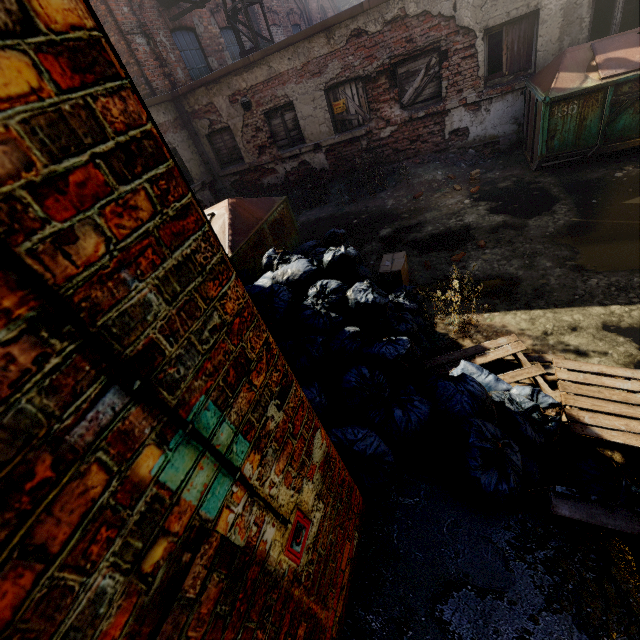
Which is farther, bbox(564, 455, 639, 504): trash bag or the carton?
the carton

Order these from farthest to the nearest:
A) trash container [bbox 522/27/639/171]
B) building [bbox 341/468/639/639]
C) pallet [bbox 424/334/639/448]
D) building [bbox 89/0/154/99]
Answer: building [bbox 89/0/154/99] < trash container [bbox 522/27/639/171] < pallet [bbox 424/334/639/448] < building [bbox 341/468/639/639]

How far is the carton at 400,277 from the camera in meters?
4.8 m

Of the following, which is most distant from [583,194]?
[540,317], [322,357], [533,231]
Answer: [322,357]

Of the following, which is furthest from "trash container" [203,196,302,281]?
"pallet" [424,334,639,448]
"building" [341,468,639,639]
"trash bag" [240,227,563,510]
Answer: "building" [341,468,639,639]

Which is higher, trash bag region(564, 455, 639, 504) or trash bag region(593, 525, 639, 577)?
trash bag region(593, 525, 639, 577)

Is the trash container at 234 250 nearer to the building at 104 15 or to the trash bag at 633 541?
the trash bag at 633 541

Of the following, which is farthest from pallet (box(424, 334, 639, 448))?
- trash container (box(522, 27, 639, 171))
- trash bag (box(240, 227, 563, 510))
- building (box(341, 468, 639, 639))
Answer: trash container (box(522, 27, 639, 171))
